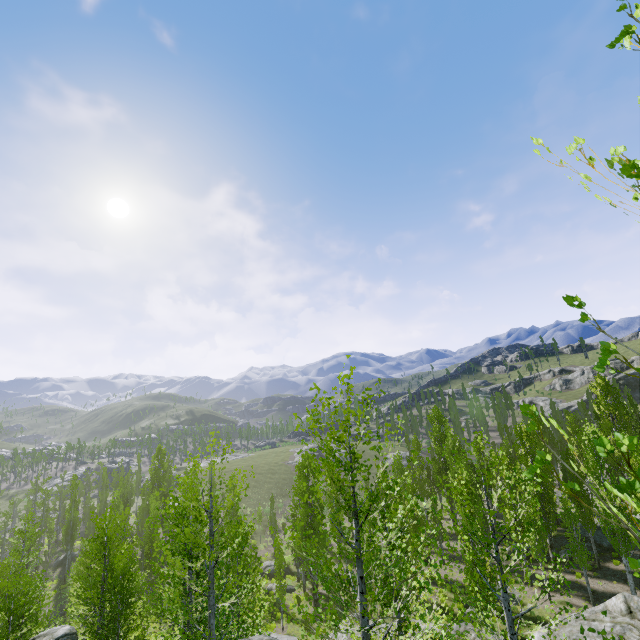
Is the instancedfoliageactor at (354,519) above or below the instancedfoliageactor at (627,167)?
below

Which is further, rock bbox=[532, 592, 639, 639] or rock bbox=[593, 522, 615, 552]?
rock bbox=[593, 522, 615, 552]

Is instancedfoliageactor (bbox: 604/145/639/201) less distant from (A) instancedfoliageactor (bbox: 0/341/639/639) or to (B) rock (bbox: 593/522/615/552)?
(A) instancedfoliageactor (bbox: 0/341/639/639)

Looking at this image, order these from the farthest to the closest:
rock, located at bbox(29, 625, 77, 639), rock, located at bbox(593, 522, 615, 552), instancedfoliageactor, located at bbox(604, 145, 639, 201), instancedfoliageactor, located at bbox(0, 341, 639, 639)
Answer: rock, located at bbox(593, 522, 615, 552), rock, located at bbox(29, 625, 77, 639), instancedfoliageactor, located at bbox(0, 341, 639, 639), instancedfoliageactor, located at bbox(604, 145, 639, 201)

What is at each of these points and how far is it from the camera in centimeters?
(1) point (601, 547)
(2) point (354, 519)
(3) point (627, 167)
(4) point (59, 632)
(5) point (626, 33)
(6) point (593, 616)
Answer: (1) rock, 2967cm
(2) instancedfoliageactor, 483cm
(3) instancedfoliageactor, 105cm
(4) rock, 1470cm
(5) instancedfoliageactor, 137cm
(6) rock, 1062cm

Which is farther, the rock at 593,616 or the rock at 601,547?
the rock at 601,547

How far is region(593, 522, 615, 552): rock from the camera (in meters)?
29.25
